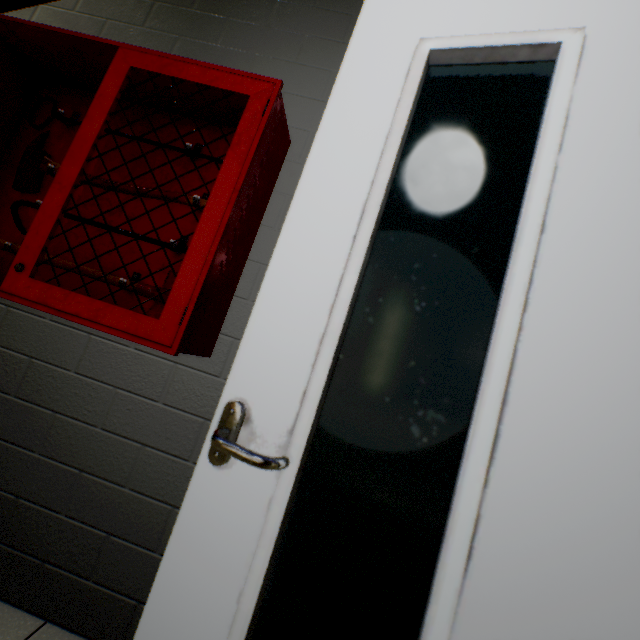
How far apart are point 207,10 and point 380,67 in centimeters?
148cm

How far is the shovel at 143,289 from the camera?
1.30m

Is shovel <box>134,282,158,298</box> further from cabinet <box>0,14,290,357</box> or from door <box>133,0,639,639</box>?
door <box>133,0,639,639</box>

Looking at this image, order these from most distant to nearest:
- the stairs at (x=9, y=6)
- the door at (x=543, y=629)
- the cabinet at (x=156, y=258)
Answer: the stairs at (x=9, y=6)
the cabinet at (x=156, y=258)
the door at (x=543, y=629)

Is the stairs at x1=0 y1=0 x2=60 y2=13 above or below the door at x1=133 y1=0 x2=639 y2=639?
above

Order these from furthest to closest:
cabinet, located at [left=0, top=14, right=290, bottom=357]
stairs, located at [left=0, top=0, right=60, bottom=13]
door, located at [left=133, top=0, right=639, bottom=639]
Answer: stairs, located at [left=0, top=0, right=60, bottom=13] → cabinet, located at [left=0, top=14, right=290, bottom=357] → door, located at [left=133, top=0, right=639, bottom=639]

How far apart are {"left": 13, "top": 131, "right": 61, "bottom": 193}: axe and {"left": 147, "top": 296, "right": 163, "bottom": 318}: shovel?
0.2 meters

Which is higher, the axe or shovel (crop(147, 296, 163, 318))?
the axe
